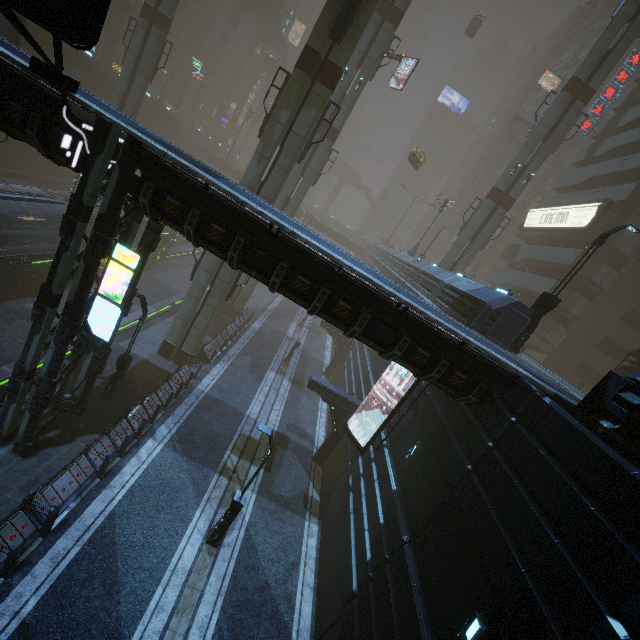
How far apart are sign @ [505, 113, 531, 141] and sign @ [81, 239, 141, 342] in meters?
62.0

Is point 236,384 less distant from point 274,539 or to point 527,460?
point 274,539

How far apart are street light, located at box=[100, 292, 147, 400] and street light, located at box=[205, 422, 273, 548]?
7.6m

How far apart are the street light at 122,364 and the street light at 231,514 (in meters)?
7.64

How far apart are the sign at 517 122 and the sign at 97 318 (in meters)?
61.98

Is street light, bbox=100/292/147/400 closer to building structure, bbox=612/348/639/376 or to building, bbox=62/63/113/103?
building, bbox=62/63/113/103

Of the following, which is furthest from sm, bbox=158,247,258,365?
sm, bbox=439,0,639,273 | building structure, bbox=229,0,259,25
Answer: building structure, bbox=229,0,259,25

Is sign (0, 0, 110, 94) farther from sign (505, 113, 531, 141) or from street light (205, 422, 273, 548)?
sign (505, 113, 531, 141)
